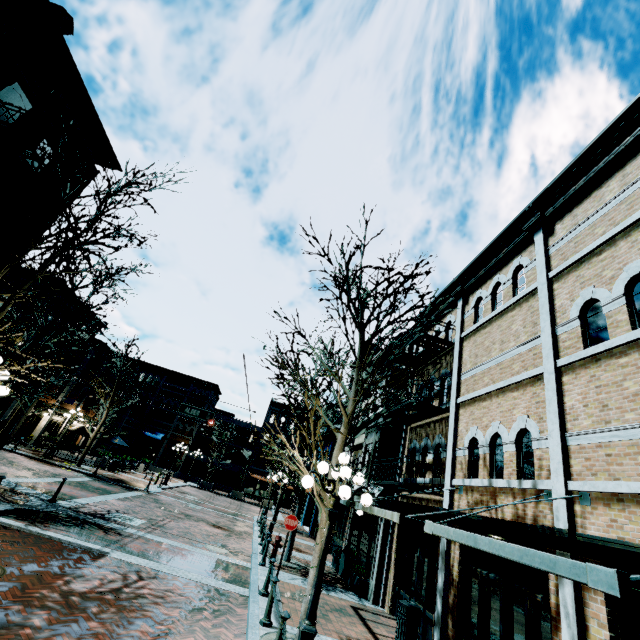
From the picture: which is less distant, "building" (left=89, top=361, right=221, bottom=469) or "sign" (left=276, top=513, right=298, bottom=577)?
"sign" (left=276, top=513, right=298, bottom=577)

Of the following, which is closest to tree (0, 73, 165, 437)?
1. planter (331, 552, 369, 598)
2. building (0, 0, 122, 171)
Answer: building (0, 0, 122, 171)

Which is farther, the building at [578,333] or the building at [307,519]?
the building at [307,519]

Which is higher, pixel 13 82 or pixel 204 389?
pixel 13 82

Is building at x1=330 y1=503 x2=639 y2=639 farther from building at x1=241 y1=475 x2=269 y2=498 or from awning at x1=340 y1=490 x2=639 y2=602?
building at x1=241 y1=475 x2=269 y2=498

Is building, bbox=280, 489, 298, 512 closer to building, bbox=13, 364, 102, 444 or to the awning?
building, bbox=13, 364, 102, 444

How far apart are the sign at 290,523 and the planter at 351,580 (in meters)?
3.99

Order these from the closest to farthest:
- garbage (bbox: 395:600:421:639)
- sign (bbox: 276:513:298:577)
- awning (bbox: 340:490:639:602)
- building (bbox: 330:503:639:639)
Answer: awning (bbox: 340:490:639:602) → building (bbox: 330:503:639:639) → garbage (bbox: 395:600:421:639) → sign (bbox: 276:513:298:577)
